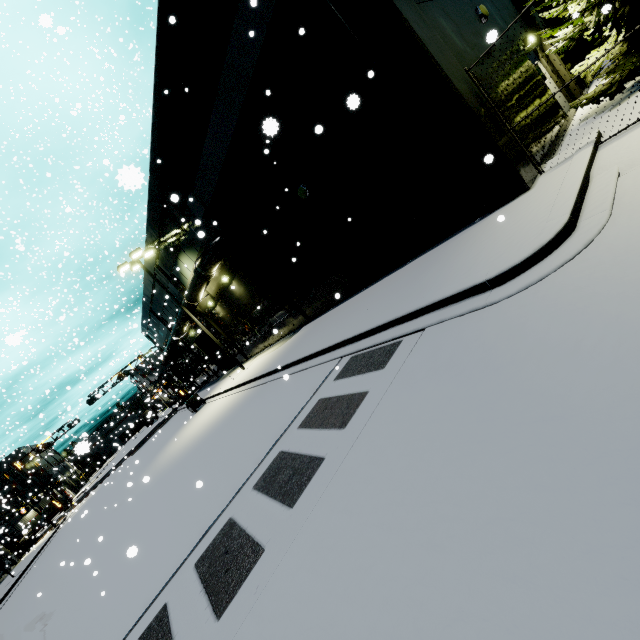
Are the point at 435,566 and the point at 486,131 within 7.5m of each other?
no

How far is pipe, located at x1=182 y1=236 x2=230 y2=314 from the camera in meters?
16.0 m

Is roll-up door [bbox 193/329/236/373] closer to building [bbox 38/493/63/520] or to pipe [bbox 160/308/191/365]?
building [bbox 38/493/63/520]

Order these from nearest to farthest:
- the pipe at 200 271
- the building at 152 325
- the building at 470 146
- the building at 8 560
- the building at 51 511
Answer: the building at 470 146, the pipe at 200 271, the building at 152 325, the building at 8 560, the building at 51 511

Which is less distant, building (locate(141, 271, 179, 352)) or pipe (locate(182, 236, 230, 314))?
pipe (locate(182, 236, 230, 314))

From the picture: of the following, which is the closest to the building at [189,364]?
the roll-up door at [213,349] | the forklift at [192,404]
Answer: the roll-up door at [213,349]

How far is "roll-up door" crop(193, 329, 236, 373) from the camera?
29.4m

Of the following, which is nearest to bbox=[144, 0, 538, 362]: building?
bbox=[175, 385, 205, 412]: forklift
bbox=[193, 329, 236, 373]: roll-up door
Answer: bbox=[193, 329, 236, 373]: roll-up door
